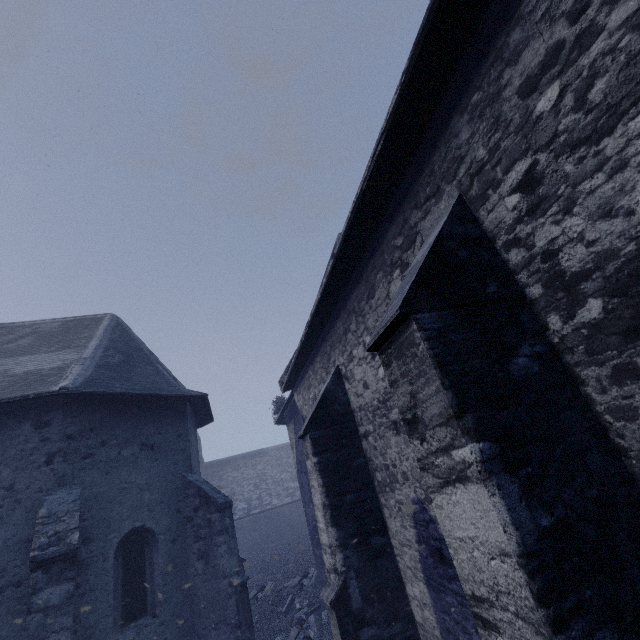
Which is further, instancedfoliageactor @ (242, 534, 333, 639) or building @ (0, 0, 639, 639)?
instancedfoliageactor @ (242, 534, 333, 639)

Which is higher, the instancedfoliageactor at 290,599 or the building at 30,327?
the building at 30,327

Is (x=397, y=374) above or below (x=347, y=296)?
below

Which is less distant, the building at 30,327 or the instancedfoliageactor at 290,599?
the building at 30,327

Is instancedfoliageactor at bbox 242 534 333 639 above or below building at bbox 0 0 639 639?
below
